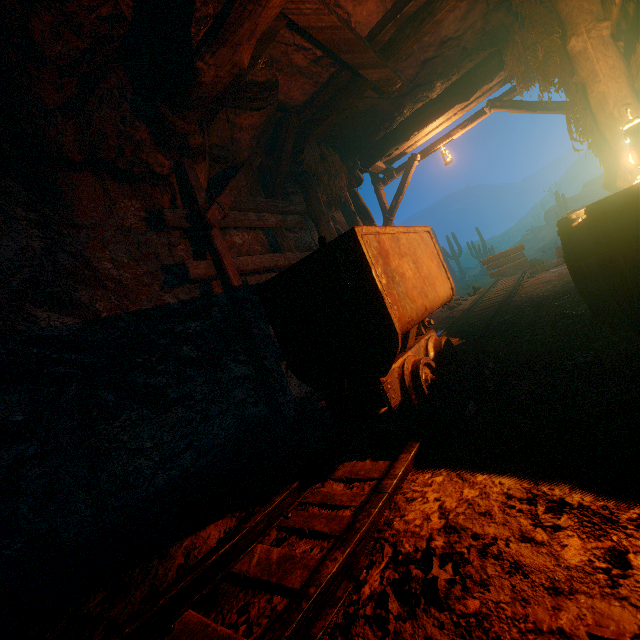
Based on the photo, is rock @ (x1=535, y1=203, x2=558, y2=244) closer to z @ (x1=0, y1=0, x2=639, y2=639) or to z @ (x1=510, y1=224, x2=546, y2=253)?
z @ (x1=510, y1=224, x2=546, y2=253)

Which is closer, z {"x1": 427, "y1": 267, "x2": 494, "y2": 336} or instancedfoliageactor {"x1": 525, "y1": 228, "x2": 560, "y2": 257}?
z {"x1": 427, "y1": 267, "x2": 494, "y2": 336}

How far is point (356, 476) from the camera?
2.0m

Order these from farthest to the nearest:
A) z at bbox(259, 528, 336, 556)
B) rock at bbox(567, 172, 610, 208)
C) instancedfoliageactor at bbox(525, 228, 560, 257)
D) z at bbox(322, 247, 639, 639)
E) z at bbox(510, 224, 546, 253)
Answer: z at bbox(510, 224, 546, 253), rock at bbox(567, 172, 610, 208), instancedfoliageactor at bbox(525, 228, 560, 257), z at bbox(259, 528, 336, 556), z at bbox(322, 247, 639, 639)

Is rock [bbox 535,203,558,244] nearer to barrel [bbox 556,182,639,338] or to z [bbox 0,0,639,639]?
z [bbox 0,0,639,639]

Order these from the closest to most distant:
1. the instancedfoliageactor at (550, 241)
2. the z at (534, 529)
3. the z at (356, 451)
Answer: the z at (534, 529) < the z at (356, 451) < the instancedfoliageactor at (550, 241)

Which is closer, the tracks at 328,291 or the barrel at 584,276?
the tracks at 328,291

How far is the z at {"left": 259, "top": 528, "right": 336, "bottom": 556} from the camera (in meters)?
1.52
